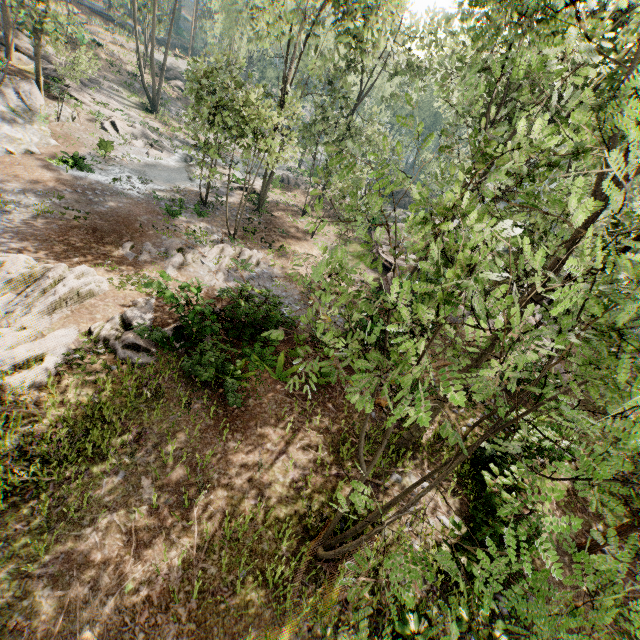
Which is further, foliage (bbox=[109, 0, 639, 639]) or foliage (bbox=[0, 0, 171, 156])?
foliage (bbox=[0, 0, 171, 156])

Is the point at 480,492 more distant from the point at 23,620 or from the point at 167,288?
the point at 167,288

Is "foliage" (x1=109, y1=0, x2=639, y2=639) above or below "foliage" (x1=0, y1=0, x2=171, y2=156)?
above

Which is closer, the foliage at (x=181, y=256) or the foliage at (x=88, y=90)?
the foliage at (x=181, y=256)

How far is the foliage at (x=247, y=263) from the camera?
17.5 meters

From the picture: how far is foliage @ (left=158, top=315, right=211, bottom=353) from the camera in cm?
1145

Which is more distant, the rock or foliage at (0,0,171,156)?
foliage at (0,0,171,156)
